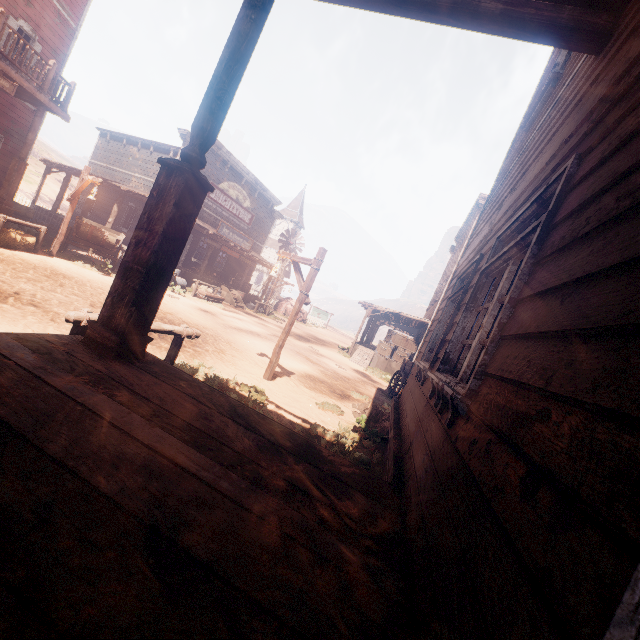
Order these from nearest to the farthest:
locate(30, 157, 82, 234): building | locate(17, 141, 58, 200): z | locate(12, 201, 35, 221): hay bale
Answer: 1. locate(12, 201, 35, 221): hay bale
2. locate(30, 157, 82, 234): building
3. locate(17, 141, 58, 200): z

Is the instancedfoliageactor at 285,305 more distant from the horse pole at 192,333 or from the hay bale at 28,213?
the horse pole at 192,333

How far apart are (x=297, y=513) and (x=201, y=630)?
0.7 meters

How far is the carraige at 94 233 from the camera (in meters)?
11.85

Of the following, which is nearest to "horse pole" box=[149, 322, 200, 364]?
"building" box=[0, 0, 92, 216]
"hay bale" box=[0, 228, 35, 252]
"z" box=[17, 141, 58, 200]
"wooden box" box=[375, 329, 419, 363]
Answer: "z" box=[17, 141, 58, 200]

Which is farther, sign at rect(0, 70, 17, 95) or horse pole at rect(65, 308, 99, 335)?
sign at rect(0, 70, 17, 95)

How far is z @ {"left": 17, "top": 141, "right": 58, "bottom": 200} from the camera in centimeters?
3152cm

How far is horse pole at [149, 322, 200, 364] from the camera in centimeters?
463cm
